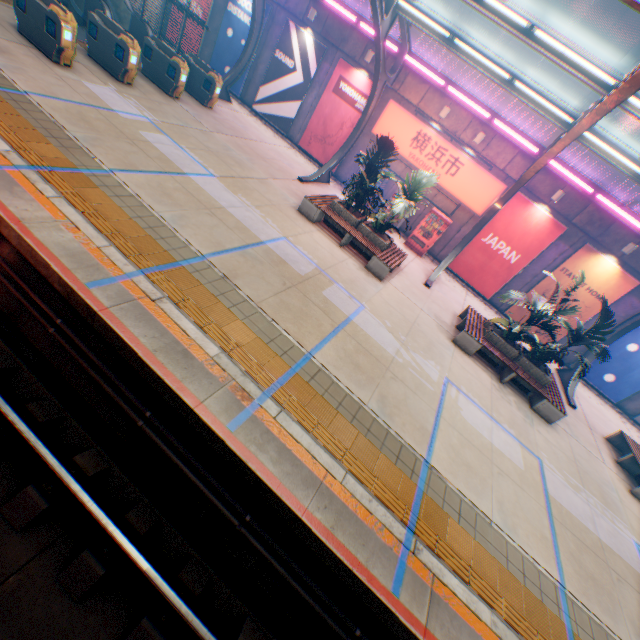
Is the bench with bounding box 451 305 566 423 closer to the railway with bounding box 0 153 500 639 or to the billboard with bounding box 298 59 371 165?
the railway with bounding box 0 153 500 639

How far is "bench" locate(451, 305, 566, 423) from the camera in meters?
9.9

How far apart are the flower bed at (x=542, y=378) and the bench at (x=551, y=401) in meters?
0.0 m

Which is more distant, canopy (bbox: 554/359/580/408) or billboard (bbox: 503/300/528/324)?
billboard (bbox: 503/300/528/324)

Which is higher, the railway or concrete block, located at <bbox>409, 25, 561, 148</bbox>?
concrete block, located at <bbox>409, 25, 561, 148</bbox>

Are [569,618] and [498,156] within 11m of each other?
no

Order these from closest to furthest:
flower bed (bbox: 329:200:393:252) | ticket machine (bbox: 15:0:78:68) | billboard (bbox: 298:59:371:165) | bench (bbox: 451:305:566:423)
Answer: ticket machine (bbox: 15:0:78:68) → bench (bbox: 451:305:566:423) → flower bed (bbox: 329:200:393:252) → billboard (bbox: 298:59:371:165)

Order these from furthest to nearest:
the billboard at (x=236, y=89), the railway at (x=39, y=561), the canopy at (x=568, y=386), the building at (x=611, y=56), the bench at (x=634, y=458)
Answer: the building at (x=611, y=56) → the billboard at (x=236, y=89) → the canopy at (x=568, y=386) → the bench at (x=634, y=458) → the railway at (x=39, y=561)
